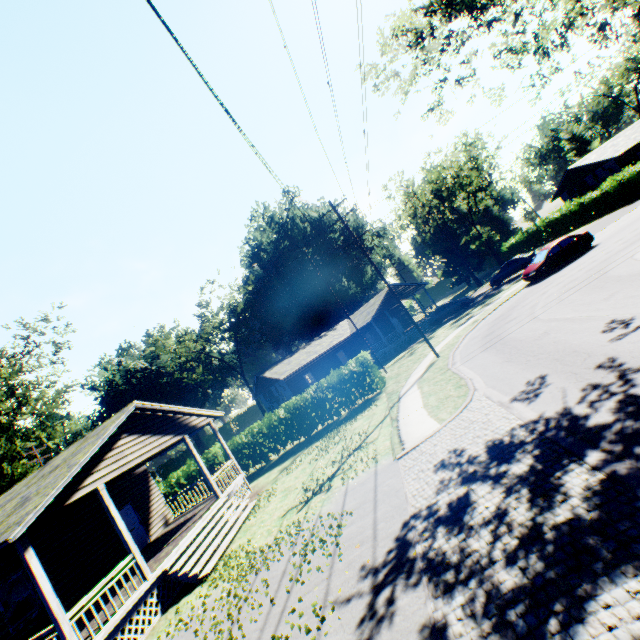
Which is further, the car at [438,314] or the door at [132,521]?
the car at [438,314]

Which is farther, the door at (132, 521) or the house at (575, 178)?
the house at (575, 178)

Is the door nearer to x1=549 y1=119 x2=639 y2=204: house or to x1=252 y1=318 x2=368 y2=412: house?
x1=252 y1=318 x2=368 y2=412: house

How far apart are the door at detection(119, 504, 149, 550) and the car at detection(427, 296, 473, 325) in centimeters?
2872cm

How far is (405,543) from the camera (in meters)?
6.24

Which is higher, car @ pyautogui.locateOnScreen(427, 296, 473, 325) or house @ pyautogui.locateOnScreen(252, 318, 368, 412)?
house @ pyautogui.locateOnScreen(252, 318, 368, 412)

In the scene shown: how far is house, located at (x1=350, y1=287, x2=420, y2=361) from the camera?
34.66m
